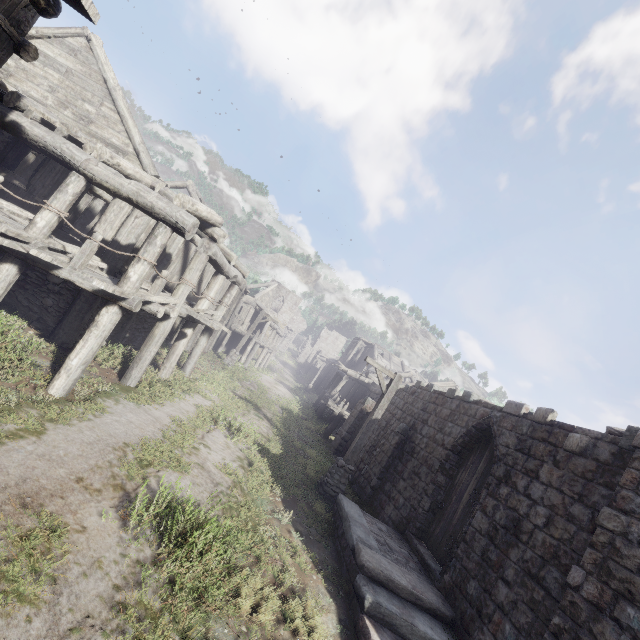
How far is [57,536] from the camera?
3.82m

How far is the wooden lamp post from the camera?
10.6 meters

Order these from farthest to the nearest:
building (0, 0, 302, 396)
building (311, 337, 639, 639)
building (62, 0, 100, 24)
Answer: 1. building (0, 0, 302, 396)
2. building (311, 337, 639, 639)
3. building (62, 0, 100, 24)

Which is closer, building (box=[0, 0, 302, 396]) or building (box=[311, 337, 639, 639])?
building (box=[311, 337, 639, 639])

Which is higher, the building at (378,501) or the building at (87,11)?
the building at (87,11)

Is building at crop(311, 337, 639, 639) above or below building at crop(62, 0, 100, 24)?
below

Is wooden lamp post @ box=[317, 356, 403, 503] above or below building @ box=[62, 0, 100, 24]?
Answer: below

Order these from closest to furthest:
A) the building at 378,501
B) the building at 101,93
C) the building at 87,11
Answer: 1. the building at 87,11
2. the building at 378,501
3. the building at 101,93
